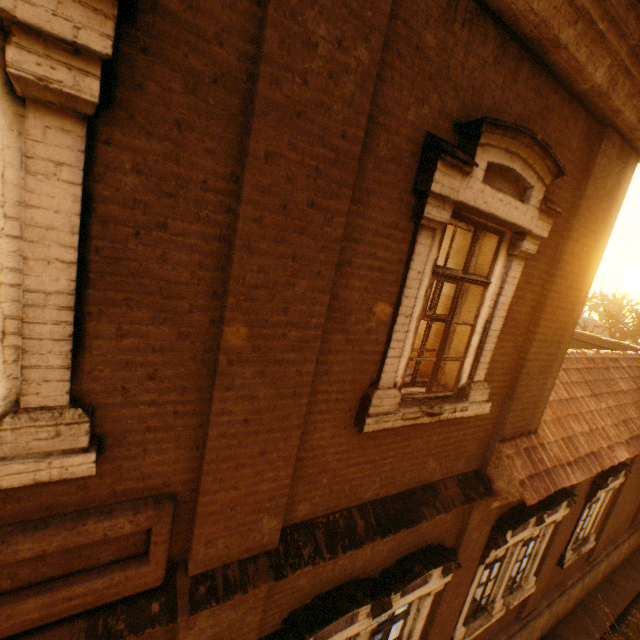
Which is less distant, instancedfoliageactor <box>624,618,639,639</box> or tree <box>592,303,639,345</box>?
instancedfoliageactor <box>624,618,639,639</box>

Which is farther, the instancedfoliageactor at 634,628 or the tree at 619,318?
the tree at 619,318

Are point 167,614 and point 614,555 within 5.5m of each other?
no

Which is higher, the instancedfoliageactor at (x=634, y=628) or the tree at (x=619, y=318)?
the tree at (x=619, y=318)

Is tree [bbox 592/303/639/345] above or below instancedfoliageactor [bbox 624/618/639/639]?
above
